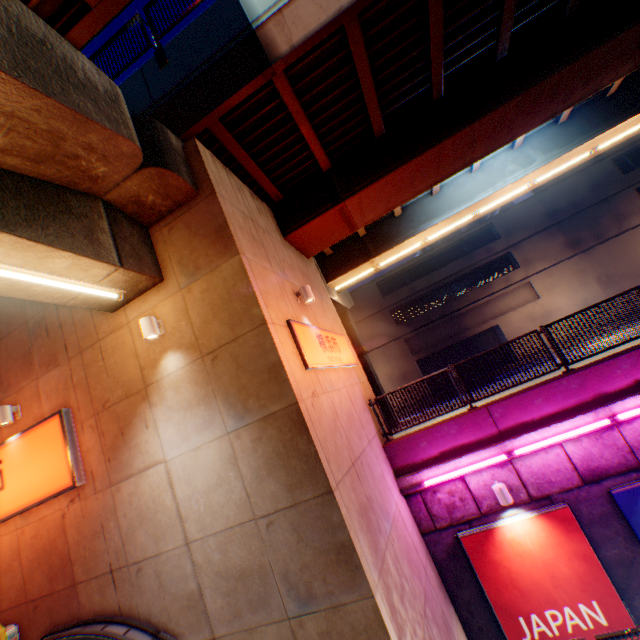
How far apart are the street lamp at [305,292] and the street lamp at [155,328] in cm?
326

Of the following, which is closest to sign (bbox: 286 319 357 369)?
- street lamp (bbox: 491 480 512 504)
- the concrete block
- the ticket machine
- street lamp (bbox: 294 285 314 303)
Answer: street lamp (bbox: 294 285 314 303)

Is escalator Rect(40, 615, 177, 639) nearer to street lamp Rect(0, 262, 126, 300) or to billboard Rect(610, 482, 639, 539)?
billboard Rect(610, 482, 639, 539)

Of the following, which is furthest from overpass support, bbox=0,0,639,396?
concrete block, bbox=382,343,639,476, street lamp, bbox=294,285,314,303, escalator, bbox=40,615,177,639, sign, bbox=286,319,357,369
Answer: escalator, bbox=40,615,177,639

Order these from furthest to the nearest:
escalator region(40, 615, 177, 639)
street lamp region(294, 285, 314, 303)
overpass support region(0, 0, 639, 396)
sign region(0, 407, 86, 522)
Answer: street lamp region(294, 285, 314, 303) → sign region(0, 407, 86, 522) → escalator region(40, 615, 177, 639) → overpass support region(0, 0, 639, 396)

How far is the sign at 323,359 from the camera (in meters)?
6.61

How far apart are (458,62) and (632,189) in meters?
26.7 m

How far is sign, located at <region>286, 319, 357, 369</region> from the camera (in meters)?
6.61
